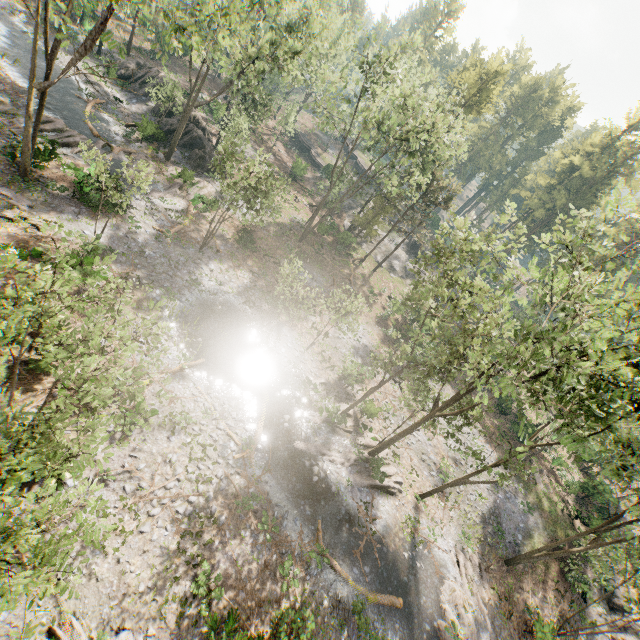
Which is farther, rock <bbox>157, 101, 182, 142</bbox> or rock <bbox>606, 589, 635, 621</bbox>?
rock <bbox>157, 101, 182, 142</bbox>

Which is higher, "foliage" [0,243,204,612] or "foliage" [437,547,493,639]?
"foliage" [0,243,204,612]

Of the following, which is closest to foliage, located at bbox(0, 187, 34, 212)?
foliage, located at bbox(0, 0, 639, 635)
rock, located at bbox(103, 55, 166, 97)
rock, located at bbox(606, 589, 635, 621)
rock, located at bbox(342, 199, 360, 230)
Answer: foliage, located at bbox(0, 0, 639, 635)

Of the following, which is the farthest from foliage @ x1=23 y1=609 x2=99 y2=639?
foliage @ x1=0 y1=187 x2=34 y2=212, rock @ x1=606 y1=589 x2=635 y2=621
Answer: rock @ x1=606 y1=589 x2=635 y2=621

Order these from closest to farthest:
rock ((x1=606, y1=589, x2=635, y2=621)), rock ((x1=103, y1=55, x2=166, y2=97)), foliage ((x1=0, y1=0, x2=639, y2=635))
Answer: foliage ((x1=0, y1=0, x2=639, y2=635)) < rock ((x1=606, y1=589, x2=635, y2=621)) < rock ((x1=103, y1=55, x2=166, y2=97))

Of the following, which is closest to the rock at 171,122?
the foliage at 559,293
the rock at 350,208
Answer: the foliage at 559,293

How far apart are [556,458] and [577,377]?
29.39m

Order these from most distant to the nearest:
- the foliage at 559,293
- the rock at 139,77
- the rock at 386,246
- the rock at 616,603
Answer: the rock at 386,246, the rock at 139,77, the rock at 616,603, the foliage at 559,293
